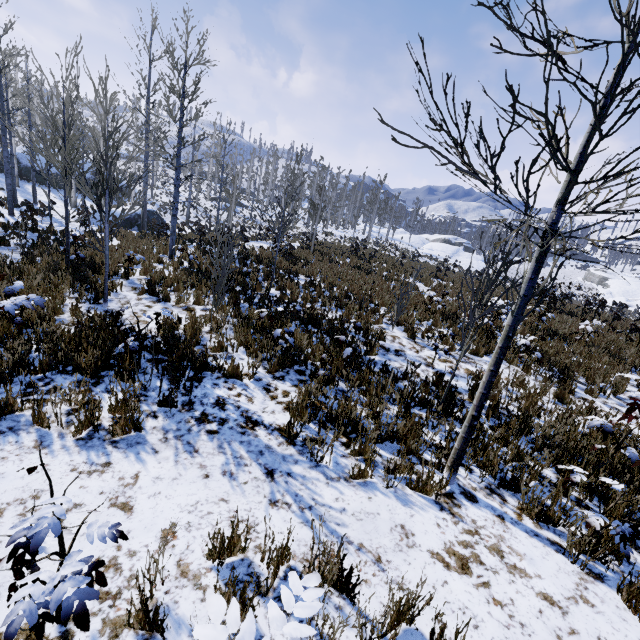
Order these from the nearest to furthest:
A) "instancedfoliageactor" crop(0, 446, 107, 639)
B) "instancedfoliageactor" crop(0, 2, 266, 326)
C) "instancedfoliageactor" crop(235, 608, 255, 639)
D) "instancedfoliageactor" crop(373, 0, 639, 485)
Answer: "instancedfoliageactor" crop(235, 608, 255, 639) < "instancedfoliageactor" crop(0, 446, 107, 639) < "instancedfoliageactor" crop(373, 0, 639, 485) < "instancedfoliageactor" crop(0, 2, 266, 326)

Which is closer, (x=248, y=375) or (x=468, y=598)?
(x=468, y=598)

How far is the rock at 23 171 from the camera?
30.5m

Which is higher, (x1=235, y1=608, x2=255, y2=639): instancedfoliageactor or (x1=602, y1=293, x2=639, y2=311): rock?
(x1=235, y1=608, x2=255, y2=639): instancedfoliageactor

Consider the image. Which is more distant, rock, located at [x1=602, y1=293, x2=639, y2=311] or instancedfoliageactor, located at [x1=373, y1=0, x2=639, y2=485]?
rock, located at [x1=602, y1=293, x2=639, y2=311]

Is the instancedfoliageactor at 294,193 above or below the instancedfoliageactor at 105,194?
above

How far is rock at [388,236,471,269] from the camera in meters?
49.8

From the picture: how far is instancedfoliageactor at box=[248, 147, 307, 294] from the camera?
9.3m
